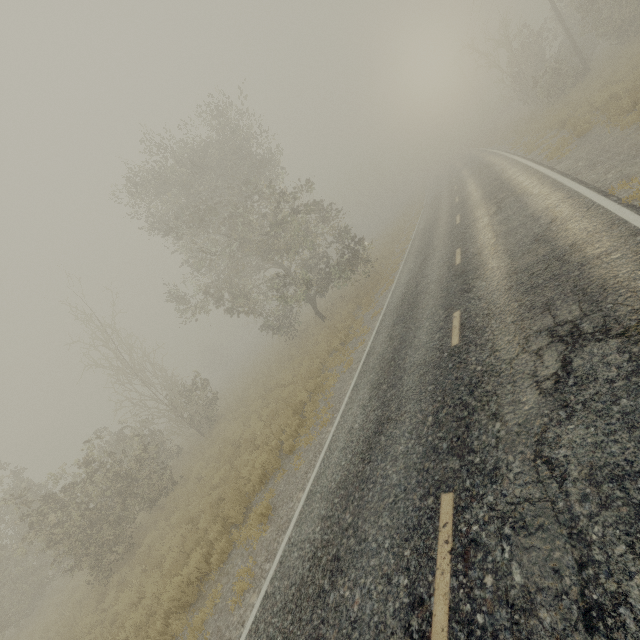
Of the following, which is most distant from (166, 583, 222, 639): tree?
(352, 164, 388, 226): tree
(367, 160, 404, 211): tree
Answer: (352, 164, 388, 226): tree

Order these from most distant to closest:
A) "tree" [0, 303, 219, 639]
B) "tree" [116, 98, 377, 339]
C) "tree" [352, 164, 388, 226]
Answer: "tree" [352, 164, 388, 226], "tree" [116, 98, 377, 339], "tree" [0, 303, 219, 639]

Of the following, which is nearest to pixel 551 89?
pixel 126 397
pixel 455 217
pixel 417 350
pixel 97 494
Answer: pixel 455 217

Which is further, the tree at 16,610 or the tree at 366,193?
the tree at 366,193

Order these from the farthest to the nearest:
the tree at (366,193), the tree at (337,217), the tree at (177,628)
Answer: the tree at (366,193) < the tree at (337,217) < the tree at (177,628)

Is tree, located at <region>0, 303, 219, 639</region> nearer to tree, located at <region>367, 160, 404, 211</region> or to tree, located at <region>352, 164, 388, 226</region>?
tree, located at <region>367, 160, 404, 211</region>
